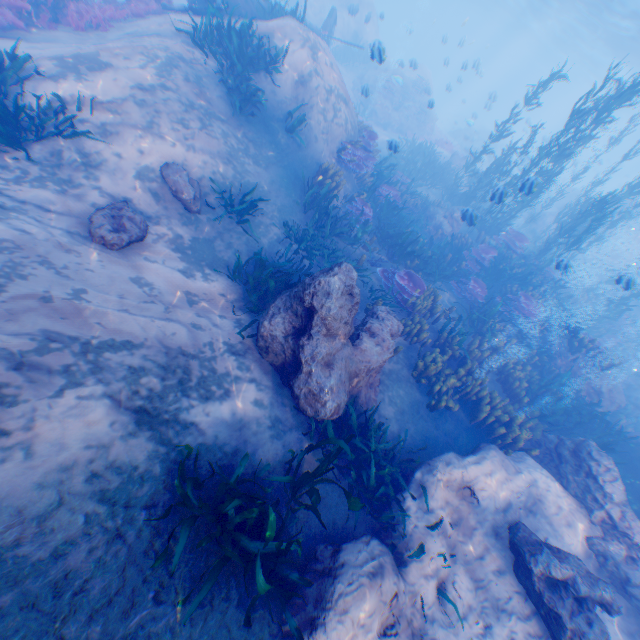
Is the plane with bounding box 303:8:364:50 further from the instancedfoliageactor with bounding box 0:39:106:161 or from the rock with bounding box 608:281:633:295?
the instancedfoliageactor with bounding box 0:39:106:161

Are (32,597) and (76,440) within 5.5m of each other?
yes

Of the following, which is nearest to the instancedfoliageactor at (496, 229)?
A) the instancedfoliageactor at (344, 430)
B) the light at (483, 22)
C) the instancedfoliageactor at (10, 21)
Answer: the light at (483, 22)

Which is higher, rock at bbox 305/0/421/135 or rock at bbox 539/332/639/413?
rock at bbox 305/0/421/135

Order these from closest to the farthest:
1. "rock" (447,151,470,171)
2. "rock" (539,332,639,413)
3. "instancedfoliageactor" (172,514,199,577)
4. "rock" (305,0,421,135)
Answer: "instancedfoliageactor" (172,514,199,577) → "rock" (539,332,639,413) → "rock" (305,0,421,135) → "rock" (447,151,470,171)

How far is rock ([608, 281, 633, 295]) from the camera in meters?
9.0

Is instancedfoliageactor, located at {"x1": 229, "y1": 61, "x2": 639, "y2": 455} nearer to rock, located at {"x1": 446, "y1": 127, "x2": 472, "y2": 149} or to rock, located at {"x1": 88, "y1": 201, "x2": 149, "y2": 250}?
rock, located at {"x1": 88, "y1": 201, "x2": 149, "y2": 250}

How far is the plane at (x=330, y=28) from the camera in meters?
16.7
